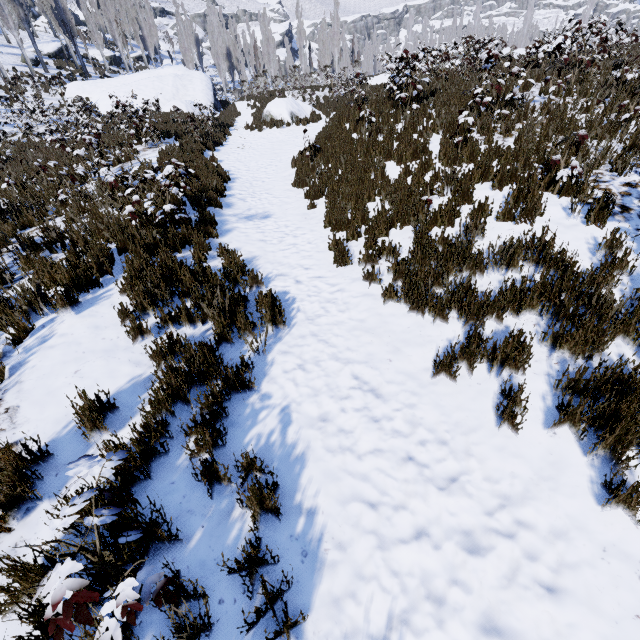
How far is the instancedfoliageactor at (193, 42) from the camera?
55.8m

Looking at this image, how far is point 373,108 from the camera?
9.9m

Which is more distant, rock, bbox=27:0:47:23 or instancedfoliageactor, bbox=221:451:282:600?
rock, bbox=27:0:47:23

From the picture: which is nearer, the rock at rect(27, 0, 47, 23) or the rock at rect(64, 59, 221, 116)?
the rock at rect(64, 59, 221, 116)

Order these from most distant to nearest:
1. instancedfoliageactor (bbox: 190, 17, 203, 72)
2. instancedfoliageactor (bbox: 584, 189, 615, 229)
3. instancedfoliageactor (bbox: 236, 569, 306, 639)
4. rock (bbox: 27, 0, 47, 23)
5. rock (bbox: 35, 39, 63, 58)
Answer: instancedfoliageactor (bbox: 190, 17, 203, 72)
rock (bbox: 27, 0, 47, 23)
rock (bbox: 35, 39, 63, 58)
instancedfoliageactor (bbox: 584, 189, 615, 229)
instancedfoliageactor (bbox: 236, 569, 306, 639)

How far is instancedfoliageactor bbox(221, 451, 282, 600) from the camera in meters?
2.0 m

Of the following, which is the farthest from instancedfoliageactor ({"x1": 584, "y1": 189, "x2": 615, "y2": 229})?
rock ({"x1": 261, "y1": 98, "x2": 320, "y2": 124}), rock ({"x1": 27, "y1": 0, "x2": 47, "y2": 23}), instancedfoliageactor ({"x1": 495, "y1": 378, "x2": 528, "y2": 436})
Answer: instancedfoliageactor ({"x1": 495, "y1": 378, "x2": 528, "y2": 436})

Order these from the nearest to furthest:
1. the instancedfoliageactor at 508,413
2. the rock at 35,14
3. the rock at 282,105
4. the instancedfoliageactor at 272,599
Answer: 1. the instancedfoliageactor at 272,599
2. the instancedfoliageactor at 508,413
3. the rock at 282,105
4. the rock at 35,14
